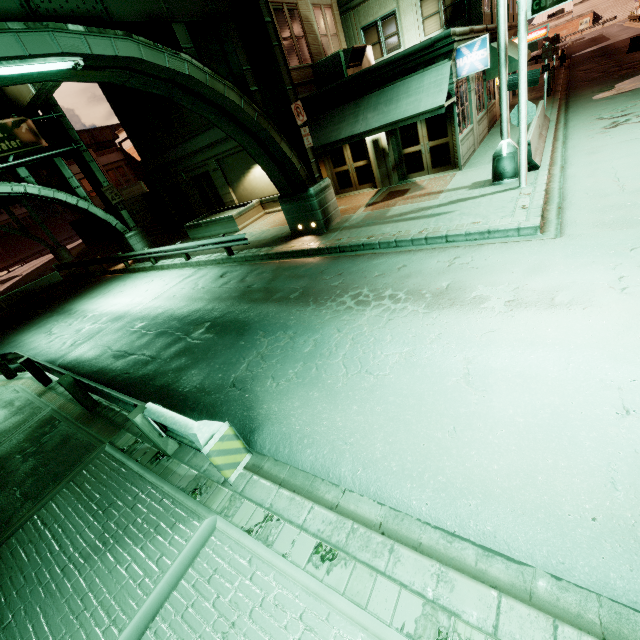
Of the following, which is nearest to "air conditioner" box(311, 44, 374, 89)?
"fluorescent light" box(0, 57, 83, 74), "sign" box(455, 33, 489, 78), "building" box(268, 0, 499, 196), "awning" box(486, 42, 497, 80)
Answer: "building" box(268, 0, 499, 196)

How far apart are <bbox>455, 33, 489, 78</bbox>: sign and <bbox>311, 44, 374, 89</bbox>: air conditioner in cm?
452

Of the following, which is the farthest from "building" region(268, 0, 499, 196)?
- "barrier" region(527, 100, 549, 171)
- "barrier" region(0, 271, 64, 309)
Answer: "barrier" region(0, 271, 64, 309)

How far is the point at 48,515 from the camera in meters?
5.2 m

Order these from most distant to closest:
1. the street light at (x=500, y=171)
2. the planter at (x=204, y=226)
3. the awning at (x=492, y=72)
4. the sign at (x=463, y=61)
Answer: the planter at (x=204, y=226) → the awning at (x=492, y=72) → the sign at (x=463, y=61) → the street light at (x=500, y=171)

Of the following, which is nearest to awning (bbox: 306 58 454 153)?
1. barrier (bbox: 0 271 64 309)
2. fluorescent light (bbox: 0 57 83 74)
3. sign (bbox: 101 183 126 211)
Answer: fluorescent light (bbox: 0 57 83 74)

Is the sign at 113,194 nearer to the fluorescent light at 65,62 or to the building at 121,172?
the building at 121,172

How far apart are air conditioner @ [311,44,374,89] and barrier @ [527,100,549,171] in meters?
7.8
